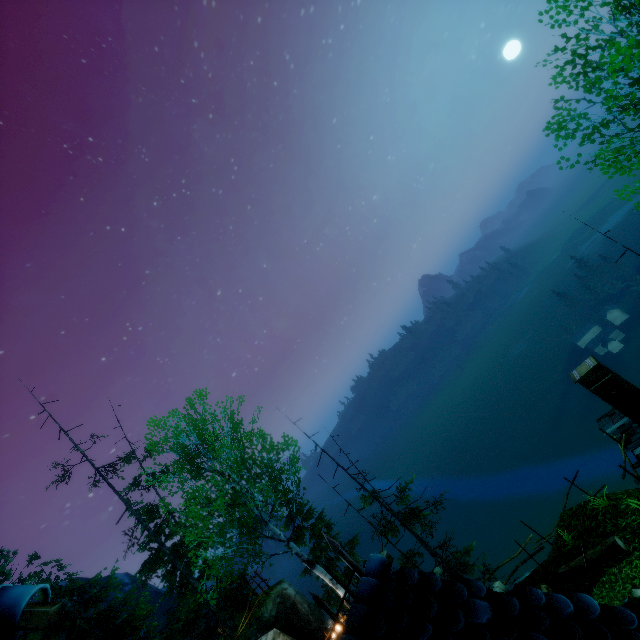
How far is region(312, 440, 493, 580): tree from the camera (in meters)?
15.34

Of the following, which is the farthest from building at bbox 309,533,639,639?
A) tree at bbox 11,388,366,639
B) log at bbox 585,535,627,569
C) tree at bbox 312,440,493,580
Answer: tree at bbox 312,440,493,580

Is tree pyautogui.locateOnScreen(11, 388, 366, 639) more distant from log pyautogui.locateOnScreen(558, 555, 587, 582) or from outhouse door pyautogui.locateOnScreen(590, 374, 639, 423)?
outhouse door pyautogui.locateOnScreen(590, 374, 639, 423)

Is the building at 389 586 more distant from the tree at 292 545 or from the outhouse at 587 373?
the outhouse at 587 373

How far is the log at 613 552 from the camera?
9.15m

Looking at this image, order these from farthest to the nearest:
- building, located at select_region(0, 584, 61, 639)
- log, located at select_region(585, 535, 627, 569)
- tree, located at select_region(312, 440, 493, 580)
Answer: tree, located at select_region(312, 440, 493, 580) → log, located at select_region(585, 535, 627, 569) → building, located at select_region(0, 584, 61, 639)

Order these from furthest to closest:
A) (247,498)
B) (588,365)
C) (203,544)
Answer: (588,365)
(203,544)
(247,498)

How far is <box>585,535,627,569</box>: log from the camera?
9.1m
